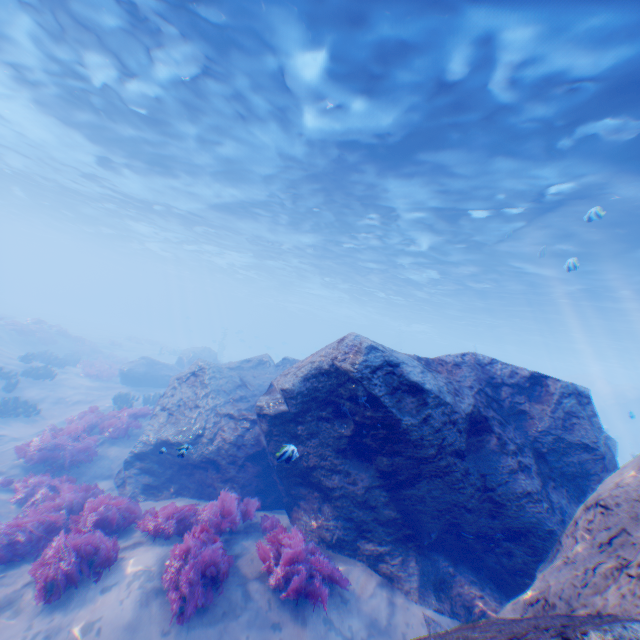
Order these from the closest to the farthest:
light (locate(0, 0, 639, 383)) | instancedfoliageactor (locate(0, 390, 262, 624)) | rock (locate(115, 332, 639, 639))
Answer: rock (locate(115, 332, 639, 639)) < instancedfoliageactor (locate(0, 390, 262, 624)) < light (locate(0, 0, 639, 383))

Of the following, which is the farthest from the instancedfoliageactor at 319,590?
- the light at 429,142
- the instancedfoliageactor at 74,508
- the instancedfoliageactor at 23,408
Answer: the instancedfoliageactor at 23,408

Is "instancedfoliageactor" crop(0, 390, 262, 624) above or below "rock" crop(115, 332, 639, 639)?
below

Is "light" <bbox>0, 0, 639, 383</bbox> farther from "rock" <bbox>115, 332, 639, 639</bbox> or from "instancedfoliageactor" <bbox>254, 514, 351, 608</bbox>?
"instancedfoliageactor" <bbox>254, 514, 351, 608</bbox>

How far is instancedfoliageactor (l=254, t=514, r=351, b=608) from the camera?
4.80m

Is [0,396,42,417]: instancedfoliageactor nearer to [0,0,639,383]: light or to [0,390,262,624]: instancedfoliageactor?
[0,390,262,624]: instancedfoliageactor

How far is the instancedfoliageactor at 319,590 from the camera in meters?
4.8

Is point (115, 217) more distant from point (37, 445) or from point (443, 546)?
point (443, 546)
